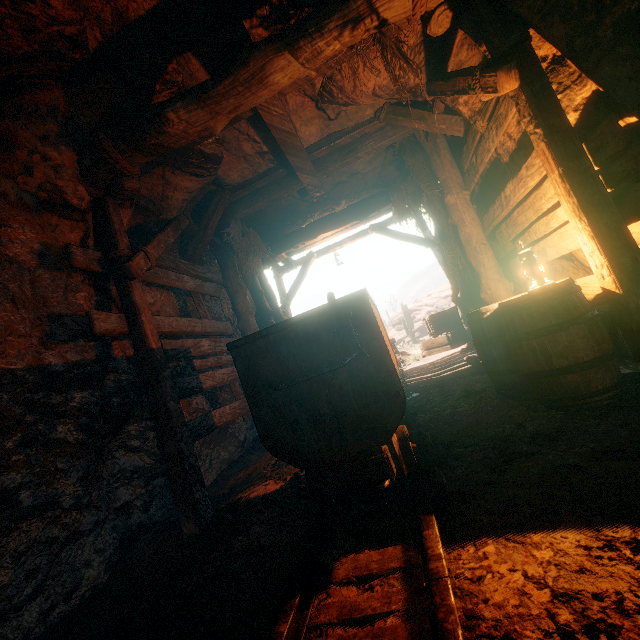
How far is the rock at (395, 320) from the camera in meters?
38.3

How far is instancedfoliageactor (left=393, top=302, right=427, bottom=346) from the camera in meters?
25.9 m

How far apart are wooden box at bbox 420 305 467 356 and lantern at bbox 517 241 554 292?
5.8 meters

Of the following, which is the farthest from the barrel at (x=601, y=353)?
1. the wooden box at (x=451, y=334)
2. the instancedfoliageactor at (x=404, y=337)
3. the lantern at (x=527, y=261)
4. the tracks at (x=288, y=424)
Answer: the instancedfoliageactor at (x=404, y=337)

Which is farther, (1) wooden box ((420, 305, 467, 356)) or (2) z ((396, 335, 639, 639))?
(1) wooden box ((420, 305, 467, 356))

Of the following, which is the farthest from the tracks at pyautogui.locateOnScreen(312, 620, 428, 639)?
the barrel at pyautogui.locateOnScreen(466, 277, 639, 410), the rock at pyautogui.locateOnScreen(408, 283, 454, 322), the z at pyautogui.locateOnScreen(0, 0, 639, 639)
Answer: the rock at pyautogui.locateOnScreen(408, 283, 454, 322)

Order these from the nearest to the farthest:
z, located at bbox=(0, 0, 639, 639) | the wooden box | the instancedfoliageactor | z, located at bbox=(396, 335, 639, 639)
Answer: z, located at bbox=(396, 335, 639, 639) → z, located at bbox=(0, 0, 639, 639) → the wooden box → the instancedfoliageactor

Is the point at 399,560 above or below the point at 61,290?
below
